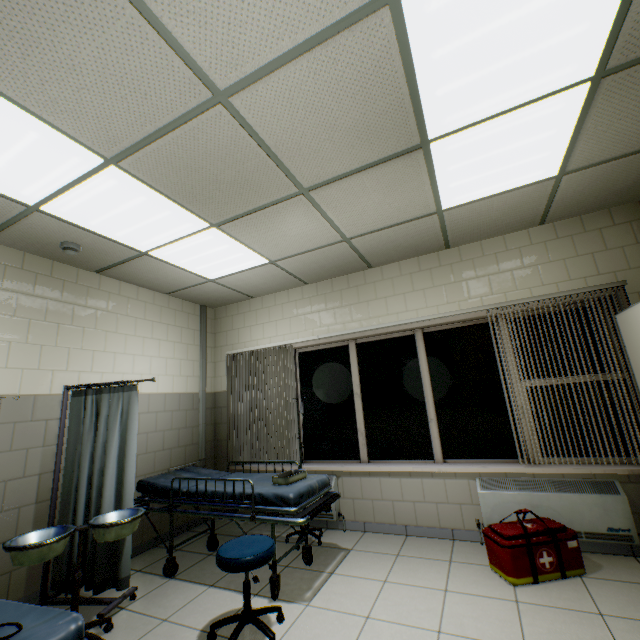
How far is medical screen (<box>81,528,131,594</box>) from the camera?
2.7m

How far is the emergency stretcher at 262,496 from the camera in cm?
271

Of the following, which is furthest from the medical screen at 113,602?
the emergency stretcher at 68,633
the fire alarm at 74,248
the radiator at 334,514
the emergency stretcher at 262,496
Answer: the fire alarm at 74,248

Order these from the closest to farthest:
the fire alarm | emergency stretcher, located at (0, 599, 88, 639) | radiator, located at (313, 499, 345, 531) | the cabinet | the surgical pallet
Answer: emergency stretcher, located at (0, 599, 88, 639) → the surgical pallet → the cabinet → the fire alarm → radiator, located at (313, 499, 345, 531)

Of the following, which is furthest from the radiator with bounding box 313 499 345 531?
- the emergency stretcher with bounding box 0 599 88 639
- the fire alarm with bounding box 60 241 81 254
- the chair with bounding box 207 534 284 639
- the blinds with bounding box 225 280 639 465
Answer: the fire alarm with bounding box 60 241 81 254

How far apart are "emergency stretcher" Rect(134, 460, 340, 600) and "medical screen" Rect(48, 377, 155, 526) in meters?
0.4 m

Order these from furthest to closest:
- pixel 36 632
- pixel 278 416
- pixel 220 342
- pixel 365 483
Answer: pixel 220 342 < pixel 278 416 < pixel 365 483 < pixel 36 632

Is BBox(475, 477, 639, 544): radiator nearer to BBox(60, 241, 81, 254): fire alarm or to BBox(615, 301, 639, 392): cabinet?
BBox(615, 301, 639, 392): cabinet
